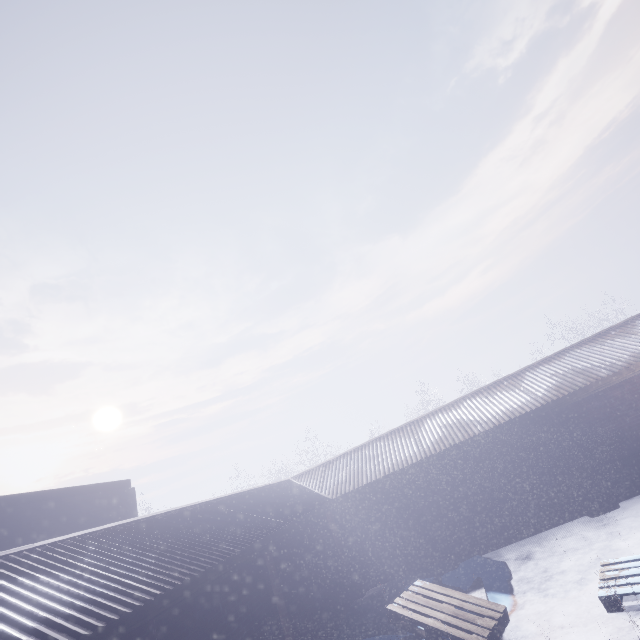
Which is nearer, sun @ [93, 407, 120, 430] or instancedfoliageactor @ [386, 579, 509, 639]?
instancedfoliageactor @ [386, 579, 509, 639]

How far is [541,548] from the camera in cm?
658

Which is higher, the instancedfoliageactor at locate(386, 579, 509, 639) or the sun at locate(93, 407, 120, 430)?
the sun at locate(93, 407, 120, 430)

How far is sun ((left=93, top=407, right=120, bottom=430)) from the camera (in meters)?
57.22

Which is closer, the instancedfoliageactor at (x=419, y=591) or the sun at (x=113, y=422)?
the instancedfoliageactor at (x=419, y=591)

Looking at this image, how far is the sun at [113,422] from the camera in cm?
5722
